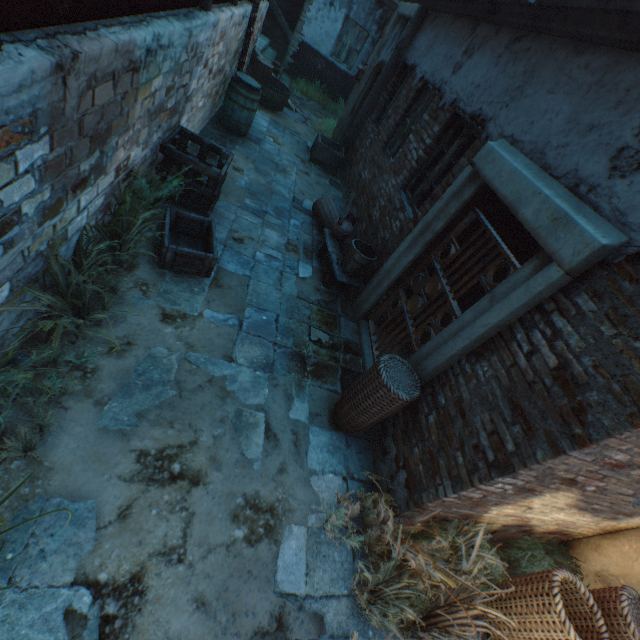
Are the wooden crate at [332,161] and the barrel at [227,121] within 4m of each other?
yes

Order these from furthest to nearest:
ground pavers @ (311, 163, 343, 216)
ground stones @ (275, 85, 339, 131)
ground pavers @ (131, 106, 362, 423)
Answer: ground stones @ (275, 85, 339, 131), ground pavers @ (311, 163, 343, 216), ground pavers @ (131, 106, 362, 423)

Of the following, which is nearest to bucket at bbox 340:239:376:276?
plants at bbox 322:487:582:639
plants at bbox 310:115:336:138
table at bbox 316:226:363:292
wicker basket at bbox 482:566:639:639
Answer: table at bbox 316:226:363:292

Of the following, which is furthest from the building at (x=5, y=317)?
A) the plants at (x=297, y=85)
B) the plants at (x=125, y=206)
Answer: the plants at (x=297, y=85)

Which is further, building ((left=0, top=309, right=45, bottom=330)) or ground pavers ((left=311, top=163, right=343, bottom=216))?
ground pavers ((left=311, top=163, right=343, bottom=216))

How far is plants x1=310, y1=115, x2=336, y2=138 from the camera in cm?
1031

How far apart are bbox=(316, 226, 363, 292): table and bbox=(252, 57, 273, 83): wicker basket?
6.7m

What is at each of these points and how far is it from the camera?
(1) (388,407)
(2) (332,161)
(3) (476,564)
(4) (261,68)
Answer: (1) wicker basket, 3.0 meters
(2) wooden crate, 8.4 meters
(3) plants, 2.6 meters
(4) wicker basket, 9.0 meters
